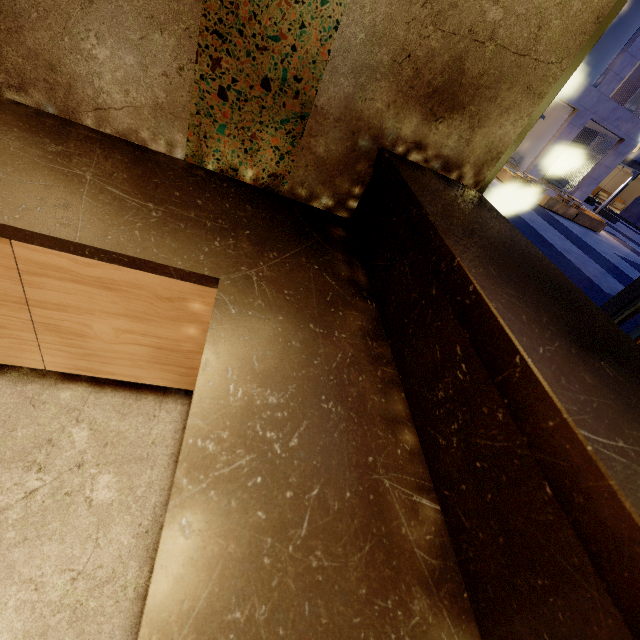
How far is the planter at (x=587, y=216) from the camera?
14.85m

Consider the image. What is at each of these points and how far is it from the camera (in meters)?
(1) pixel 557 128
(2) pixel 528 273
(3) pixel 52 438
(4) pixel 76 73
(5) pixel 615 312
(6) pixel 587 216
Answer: (1) building, 17.95
(2) bar counter, 1.05
(3) building, 1.25
(4) building, 1.29
(5) window frame, 2.72
(6) planter, 15.47

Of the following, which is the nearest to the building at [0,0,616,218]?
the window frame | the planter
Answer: the window frame

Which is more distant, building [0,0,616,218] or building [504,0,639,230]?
building [504,0,639,230]

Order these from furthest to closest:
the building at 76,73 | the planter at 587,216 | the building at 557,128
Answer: the building at 557,128 → the planter at 587,216 → the building at 76,73

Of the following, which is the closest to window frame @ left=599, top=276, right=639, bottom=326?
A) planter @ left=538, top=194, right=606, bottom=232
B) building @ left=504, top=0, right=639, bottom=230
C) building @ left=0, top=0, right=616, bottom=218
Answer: building @ left=0, top=0, right=616, bottom=218

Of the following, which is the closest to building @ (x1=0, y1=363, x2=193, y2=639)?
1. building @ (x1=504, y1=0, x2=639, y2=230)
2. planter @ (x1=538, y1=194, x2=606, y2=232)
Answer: planter @ (x1=538, y1=194, x2=606, y2=232)

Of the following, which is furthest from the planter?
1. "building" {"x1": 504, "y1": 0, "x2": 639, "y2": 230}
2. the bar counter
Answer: the bar counter
